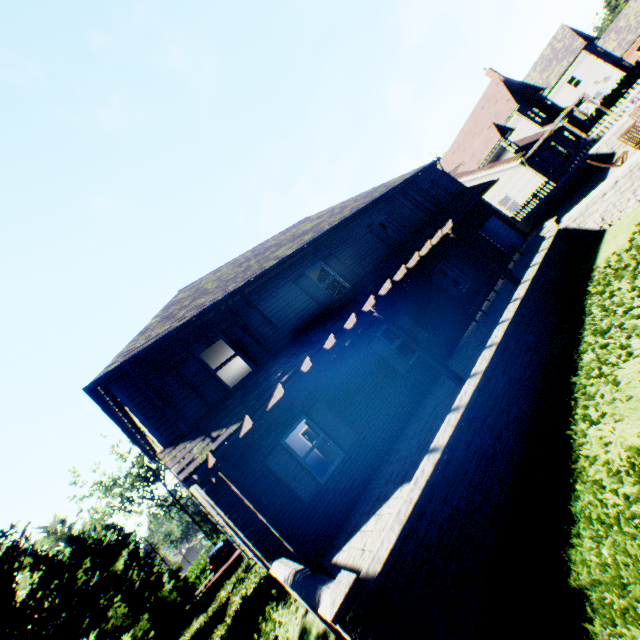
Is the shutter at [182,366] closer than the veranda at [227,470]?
No

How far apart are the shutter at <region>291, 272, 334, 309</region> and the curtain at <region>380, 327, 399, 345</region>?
1.95m

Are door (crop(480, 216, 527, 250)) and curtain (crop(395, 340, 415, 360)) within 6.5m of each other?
no

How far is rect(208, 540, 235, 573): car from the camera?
24.59m

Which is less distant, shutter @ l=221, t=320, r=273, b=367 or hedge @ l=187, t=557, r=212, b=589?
shutter @ l=221, t=320, r=273, b=367

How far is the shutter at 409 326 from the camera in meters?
11.9 m

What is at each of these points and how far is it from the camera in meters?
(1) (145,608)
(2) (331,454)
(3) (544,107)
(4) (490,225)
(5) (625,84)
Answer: (1) tree, 18.9
(2) door, 15.5
(3) chimney, 31.6
(4) door, 17.0
(5) hedge, 33.2

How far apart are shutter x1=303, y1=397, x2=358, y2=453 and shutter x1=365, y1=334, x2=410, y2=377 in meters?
2.6 m
